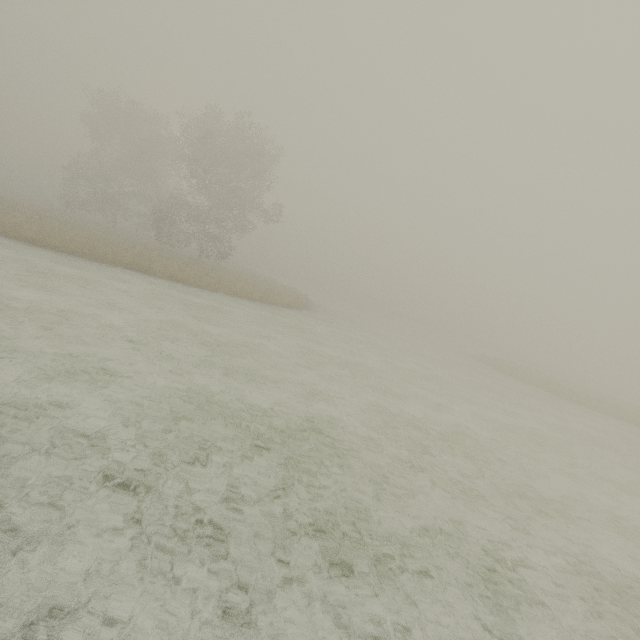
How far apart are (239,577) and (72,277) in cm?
1356
